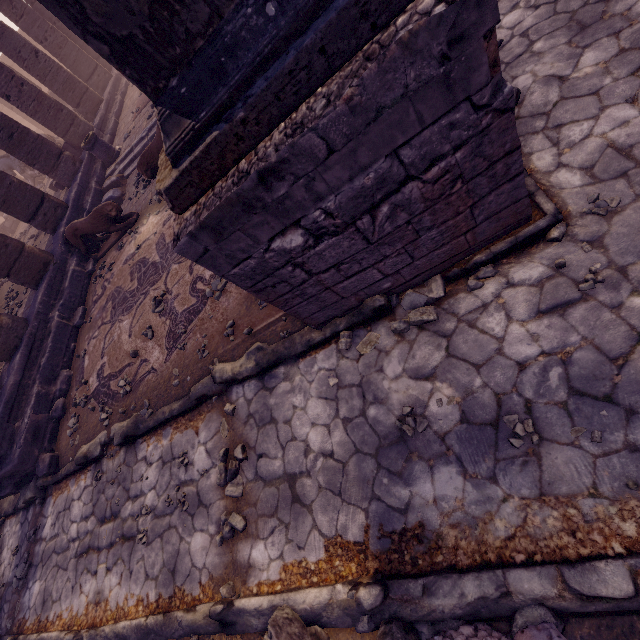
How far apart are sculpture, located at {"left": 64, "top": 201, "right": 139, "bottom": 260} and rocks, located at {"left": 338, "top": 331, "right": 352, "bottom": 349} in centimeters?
747cm

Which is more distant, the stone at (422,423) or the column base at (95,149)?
the column base at (95,149)

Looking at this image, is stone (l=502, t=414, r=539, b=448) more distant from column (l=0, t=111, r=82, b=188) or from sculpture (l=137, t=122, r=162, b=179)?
column (l=0, t=111, r=82, b=188)

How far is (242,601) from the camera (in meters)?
3.11

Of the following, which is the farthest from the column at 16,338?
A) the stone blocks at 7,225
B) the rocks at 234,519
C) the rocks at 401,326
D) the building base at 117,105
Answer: the stone blocks at 7,225

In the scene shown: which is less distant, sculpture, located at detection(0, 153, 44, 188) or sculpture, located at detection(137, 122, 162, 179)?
sculpture, located at detection(137, 122, 162, 179)

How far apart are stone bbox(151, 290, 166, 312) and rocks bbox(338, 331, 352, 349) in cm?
384

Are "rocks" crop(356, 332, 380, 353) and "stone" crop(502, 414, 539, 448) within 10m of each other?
yes
